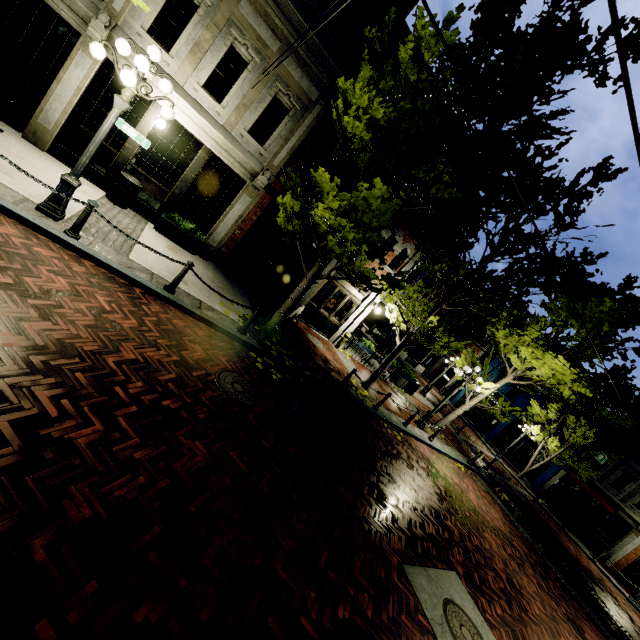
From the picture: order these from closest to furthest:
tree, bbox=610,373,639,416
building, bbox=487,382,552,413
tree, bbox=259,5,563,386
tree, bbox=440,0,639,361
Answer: tree, bbox=440,0,639,361 → tree, bbox=259,5,563,386 → tree, bbox=610,373,639,416 → building, bbox=487,382,552,413

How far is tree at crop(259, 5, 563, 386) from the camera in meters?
6.7 m

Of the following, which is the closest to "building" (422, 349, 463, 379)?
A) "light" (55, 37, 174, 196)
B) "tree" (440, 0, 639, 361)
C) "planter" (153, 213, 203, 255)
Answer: "tree" (440, 0, 639, 361)

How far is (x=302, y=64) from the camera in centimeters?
945cm

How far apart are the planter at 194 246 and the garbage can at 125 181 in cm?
81

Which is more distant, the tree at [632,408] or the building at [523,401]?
the building at [523,401]

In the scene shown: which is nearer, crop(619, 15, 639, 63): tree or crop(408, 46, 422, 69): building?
crop(619, 15, 639, 63): tree
